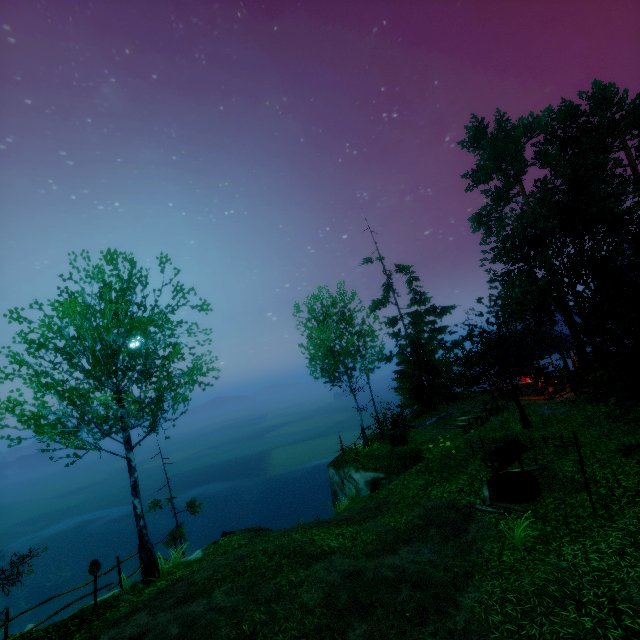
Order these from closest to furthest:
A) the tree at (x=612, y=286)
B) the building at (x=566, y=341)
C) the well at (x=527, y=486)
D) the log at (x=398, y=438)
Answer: the well at (x=527, y=486), the tree at (x=612, y=286), the log at (x=398, y=438), the building at (x=566, y=341)

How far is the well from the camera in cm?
1079

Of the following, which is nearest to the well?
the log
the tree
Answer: the tree

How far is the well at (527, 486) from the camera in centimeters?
1079cm

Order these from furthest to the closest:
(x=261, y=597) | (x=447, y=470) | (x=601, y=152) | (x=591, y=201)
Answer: (x=601, y=152) → (x=591, y=201) → (x=447, y=470) → (x=261, y=597)

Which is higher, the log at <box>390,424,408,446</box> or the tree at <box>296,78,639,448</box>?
the tree at <box>296,78,639,448</box>

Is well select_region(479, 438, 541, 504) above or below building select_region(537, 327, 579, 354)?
below

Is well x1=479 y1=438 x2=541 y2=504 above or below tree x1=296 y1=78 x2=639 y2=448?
below
